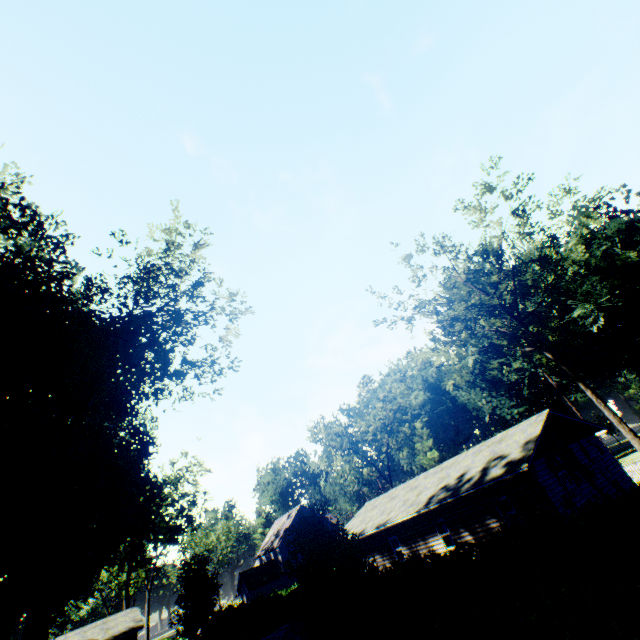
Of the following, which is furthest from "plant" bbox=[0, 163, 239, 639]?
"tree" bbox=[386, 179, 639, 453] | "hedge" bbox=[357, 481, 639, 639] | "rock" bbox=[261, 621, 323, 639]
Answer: "tree" bbox=[386, 179, 639, 453]

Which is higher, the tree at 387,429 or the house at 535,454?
the tree at 387,429

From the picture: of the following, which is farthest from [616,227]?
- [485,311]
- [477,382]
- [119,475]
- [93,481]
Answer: [93,481]

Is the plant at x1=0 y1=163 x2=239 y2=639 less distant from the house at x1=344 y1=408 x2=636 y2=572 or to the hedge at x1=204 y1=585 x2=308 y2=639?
the hedge at x1=204 y1=585 x2=308 y2=639

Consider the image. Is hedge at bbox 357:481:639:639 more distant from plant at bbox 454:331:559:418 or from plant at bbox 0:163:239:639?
plant at bbox 0:163:239:639

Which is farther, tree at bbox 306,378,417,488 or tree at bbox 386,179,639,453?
tree at bbox 306,378,417,488

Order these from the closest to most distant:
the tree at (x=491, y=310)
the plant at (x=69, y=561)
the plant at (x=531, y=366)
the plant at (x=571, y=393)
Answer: the plant at (x=69, y=561) → the tree at (x=491, y=310) → the plant at (x=571, y=393) → the plant at (x=531, y=366)

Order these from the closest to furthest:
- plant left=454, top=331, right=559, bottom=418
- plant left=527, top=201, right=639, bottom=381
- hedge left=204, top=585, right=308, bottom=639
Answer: hedge left=204, top=585, right=308, bottom=639, plant left=527, top=201, right=639, bottom=381, plant left=454, top=331, right=559, bottom=418
